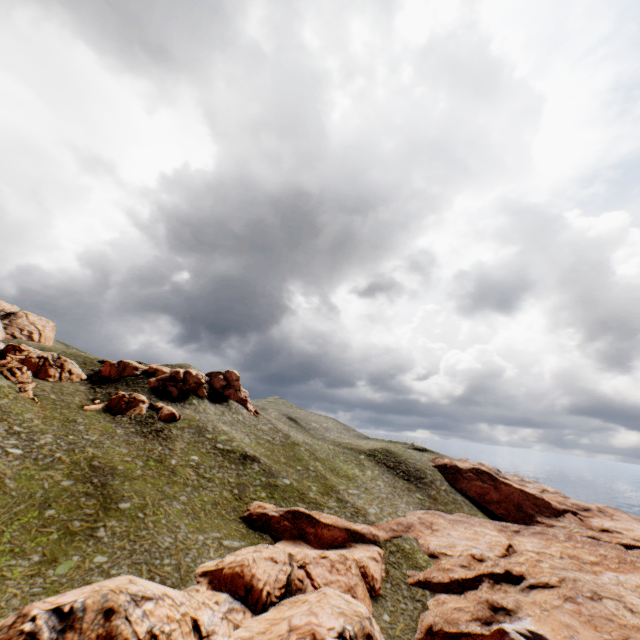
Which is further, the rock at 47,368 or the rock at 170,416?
the rock at 170,416

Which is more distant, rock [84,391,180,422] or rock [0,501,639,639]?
rock [84,391,180,422]

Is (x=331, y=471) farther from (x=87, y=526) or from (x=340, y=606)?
(x=87, y=526)

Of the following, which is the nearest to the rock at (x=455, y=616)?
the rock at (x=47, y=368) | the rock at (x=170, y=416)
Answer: the rock at (x=170, y=416)

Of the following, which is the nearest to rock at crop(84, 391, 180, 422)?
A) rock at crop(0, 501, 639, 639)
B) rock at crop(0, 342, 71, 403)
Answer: rock at crop(0, 342, 71, 403)

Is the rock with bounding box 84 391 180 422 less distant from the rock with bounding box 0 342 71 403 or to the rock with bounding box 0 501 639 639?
the rock with bounding box 0 342 71 403
